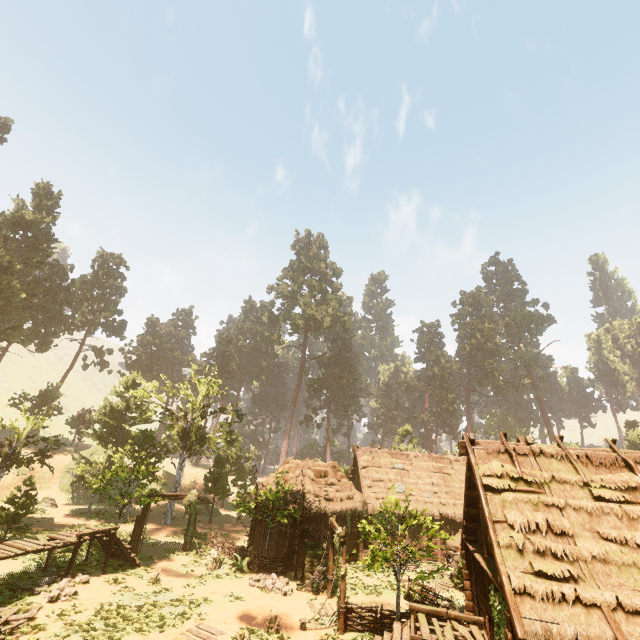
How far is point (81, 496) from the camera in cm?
3497

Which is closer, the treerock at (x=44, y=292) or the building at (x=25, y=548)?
the building at (x=25, y=548)

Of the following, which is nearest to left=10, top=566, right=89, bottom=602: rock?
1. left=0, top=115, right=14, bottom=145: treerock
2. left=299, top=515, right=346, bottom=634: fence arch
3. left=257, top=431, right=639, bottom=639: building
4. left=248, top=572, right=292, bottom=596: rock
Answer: left=257, top=431, right=639, bottom=639: building

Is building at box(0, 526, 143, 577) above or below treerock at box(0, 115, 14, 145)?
below

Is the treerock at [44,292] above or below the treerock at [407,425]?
above

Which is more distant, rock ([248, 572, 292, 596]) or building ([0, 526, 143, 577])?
rock ([248, 572, 292, 596])

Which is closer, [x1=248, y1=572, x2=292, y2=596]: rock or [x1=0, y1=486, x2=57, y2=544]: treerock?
[x1=248, y1=572, x2=292, y2=596]: rock

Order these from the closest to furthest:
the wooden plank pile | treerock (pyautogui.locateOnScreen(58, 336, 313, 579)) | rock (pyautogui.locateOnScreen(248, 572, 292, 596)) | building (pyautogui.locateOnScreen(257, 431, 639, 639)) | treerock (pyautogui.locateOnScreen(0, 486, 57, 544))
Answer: building (pyautogui.locateOnScreen(257, 431, 639, 639)), the wooden plank pile, rock (pyautogui.locateOnScreen(248, 572, 292, 596)), treerock (pyautogui.locateOnScreen(0, 486, 57, 544)), treerock (pyautogui.locateOnScreen(58, 336, 313, 579))
